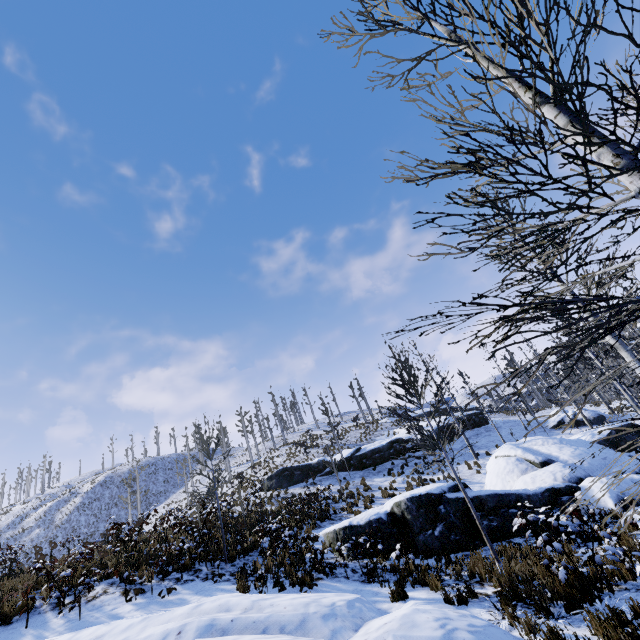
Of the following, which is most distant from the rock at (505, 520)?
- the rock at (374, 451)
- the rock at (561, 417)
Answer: the rock at (374, 451)

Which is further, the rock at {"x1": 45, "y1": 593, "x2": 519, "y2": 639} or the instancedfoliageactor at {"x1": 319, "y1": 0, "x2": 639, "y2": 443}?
the rock at {"x1": 45, "y1": 593, "x2": 519, "y2": 639}

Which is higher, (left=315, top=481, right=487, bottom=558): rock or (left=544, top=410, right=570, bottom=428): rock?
(left=544, top=410, right=570, bottom=428): rock

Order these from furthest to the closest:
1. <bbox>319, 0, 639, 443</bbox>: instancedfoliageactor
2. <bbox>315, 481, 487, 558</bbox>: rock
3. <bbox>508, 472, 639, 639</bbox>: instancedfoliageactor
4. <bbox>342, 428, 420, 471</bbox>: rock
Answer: <bbox>342, 428, 420, 471</bbox>: rock
<bbox>315, 481, 487, 558</bbox>: rock
<bbox>508, 472, 639, 639</bbox>: instancedfoliageactor
<bbox>319, 0, 639, 443</bbox>: instancedfoliageactor

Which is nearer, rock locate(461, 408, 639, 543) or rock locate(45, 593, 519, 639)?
rock locate(45, 593, 519, 639)

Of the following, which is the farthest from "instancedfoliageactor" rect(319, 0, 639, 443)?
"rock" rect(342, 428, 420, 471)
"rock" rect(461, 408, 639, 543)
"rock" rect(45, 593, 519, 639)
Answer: "rock" rect(342, 428, 420, 471)

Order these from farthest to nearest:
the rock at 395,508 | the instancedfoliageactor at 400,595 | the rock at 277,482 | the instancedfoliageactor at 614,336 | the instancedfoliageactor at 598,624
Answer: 1. the rock at 277,482
2. the rock at 395,508
3. the instancedfoliageactor at 400,595
4. the instancedfoliageactor at 598,624
5. the instancedfoliageactor at 614,336

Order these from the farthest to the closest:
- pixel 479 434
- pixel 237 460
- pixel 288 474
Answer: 1. pixel 237 460
2. pixel 479 434
3. pixel 288 474
